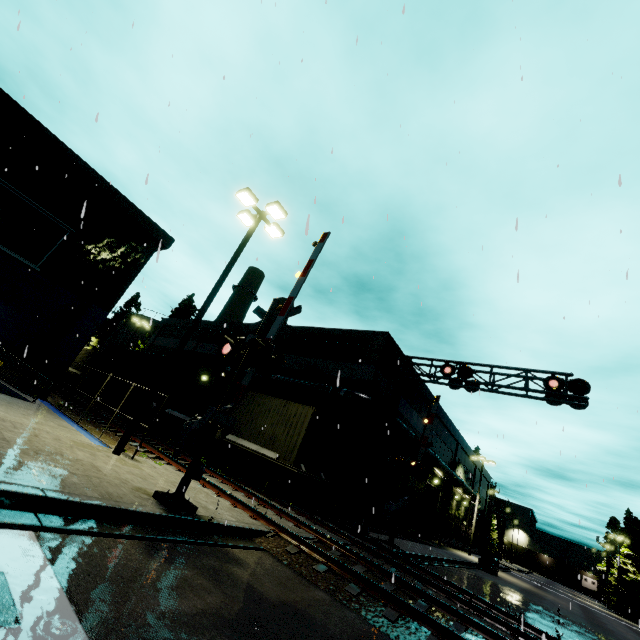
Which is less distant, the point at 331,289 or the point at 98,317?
the point at 331,289

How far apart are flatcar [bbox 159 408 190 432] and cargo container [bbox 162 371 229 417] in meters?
Answer: 0.0 m

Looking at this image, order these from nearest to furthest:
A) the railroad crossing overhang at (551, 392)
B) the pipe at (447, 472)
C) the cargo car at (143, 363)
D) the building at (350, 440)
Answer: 1. the railroad crossing overhang at (551, 392)
2. the building at (350, 440)
3. the cargo car at (143, 363)
4. the pipe at (447, 472)

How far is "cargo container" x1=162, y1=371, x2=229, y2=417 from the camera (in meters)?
18.83

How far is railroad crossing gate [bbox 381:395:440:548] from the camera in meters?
15.1

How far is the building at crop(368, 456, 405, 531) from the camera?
20.58m

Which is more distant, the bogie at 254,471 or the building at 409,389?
the building at 409,389

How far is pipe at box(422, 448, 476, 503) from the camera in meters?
24.8
